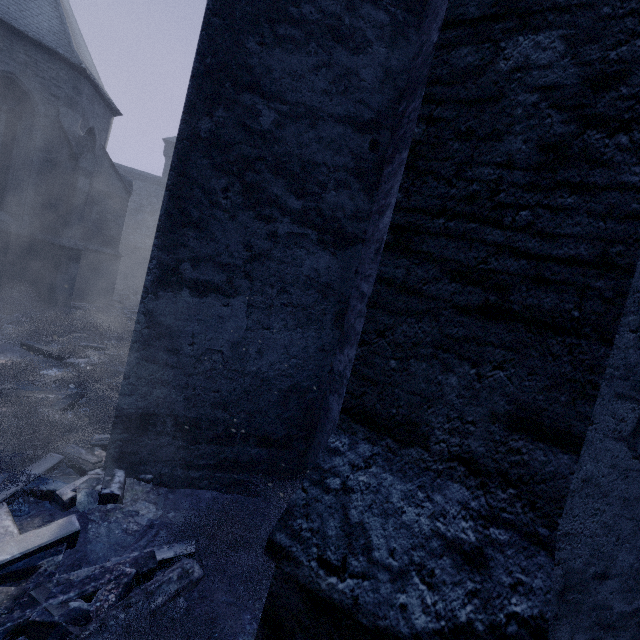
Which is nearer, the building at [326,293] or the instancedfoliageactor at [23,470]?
the building at [326,293]

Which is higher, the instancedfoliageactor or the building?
the building

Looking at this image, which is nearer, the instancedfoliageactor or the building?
the building

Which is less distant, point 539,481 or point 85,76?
point 539,481

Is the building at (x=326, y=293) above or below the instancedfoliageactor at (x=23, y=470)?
above
